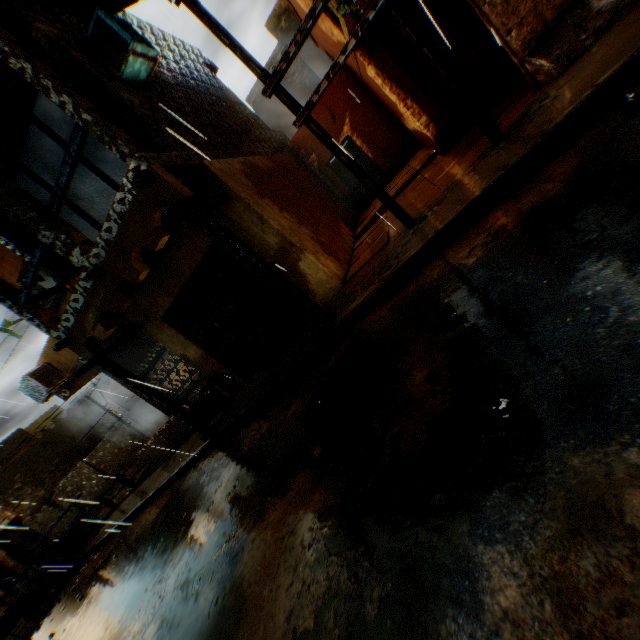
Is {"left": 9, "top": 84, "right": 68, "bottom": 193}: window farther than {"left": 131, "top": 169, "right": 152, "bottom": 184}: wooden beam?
Yes

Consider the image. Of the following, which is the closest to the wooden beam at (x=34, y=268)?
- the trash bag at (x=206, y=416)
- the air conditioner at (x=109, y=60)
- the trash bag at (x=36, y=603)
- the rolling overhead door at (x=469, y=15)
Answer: the air conditioner at (x=109, y=60)

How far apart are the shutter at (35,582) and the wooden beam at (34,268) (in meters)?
12.66

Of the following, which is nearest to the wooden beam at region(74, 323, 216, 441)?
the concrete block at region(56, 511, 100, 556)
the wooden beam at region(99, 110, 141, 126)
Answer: the wooden beam at region(99, 110, 141, 126)

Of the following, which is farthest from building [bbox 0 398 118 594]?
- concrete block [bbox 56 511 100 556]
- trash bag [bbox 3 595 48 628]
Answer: trash bag [bbox 3 595 48 628]

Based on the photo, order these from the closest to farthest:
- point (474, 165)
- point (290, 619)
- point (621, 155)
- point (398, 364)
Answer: point (290, 619) → point (621, 155) → point (398, 364) → point (474, 165)

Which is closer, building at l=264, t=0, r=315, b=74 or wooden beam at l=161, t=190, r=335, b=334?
wooden beam at l=161, t=190, r=335, b=334

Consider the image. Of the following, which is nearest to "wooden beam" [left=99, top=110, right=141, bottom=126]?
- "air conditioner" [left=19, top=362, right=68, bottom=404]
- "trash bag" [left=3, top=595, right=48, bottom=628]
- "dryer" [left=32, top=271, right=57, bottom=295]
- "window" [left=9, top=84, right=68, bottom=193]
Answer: "window" [left=9, top=84, right=68, bottom=193]
